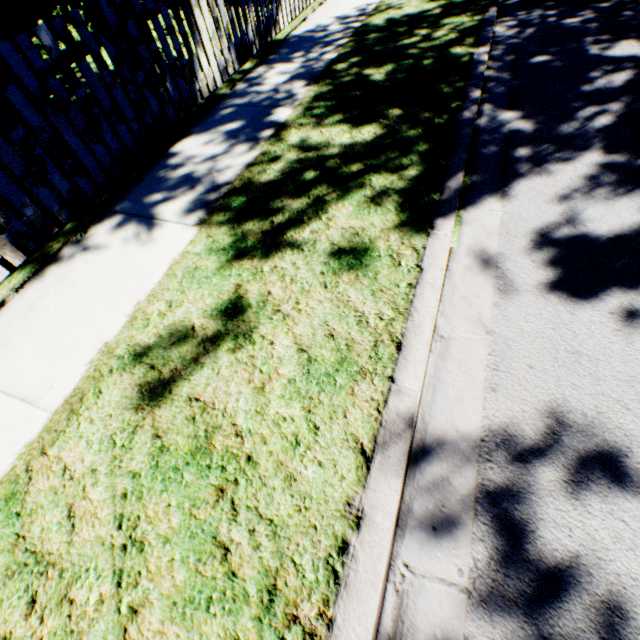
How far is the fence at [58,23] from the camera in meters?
2.7 m

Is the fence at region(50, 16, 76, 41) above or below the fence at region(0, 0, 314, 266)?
above

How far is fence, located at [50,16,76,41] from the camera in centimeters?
274cm

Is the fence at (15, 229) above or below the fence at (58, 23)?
below

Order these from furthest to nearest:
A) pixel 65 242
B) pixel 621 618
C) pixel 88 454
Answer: pixel 65 242 < pixel 88 454 < pixel 621 618
